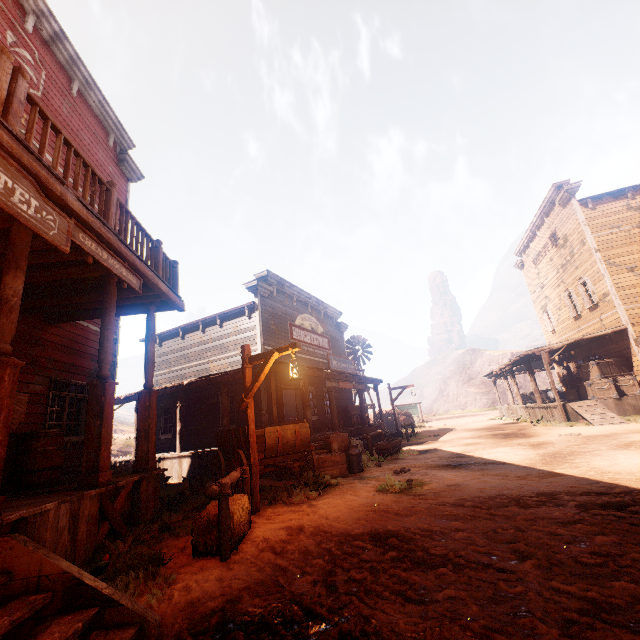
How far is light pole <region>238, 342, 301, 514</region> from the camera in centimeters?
627cm

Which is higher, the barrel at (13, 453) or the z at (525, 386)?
the z at (525, 386)

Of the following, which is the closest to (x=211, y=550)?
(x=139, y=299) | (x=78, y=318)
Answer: (x=139, y=299)

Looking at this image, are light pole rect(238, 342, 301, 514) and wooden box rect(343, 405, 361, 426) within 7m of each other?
no

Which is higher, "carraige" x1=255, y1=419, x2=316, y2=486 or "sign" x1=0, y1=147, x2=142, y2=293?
"sign" x1=0, y1=147, x2=142, y2=293

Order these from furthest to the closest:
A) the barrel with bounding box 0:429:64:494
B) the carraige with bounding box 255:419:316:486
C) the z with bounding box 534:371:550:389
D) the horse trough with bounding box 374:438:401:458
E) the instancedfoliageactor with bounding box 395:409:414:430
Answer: the z with bounding box 534:371:550:389 < the instancedfoliageactor with bounding box 395:409:414:430 < the horse trough with bounding box 374:438:401:458 < the carraige with bounding box 255:419:316:486 < the barrel with bounding box 0:429:64:494

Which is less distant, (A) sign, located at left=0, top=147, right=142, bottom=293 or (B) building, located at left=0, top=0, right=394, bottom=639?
(B) building, located at left=0, top=0, right=394, bottom=639

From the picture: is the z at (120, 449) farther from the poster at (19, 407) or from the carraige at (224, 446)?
the poster at (19, 407)
